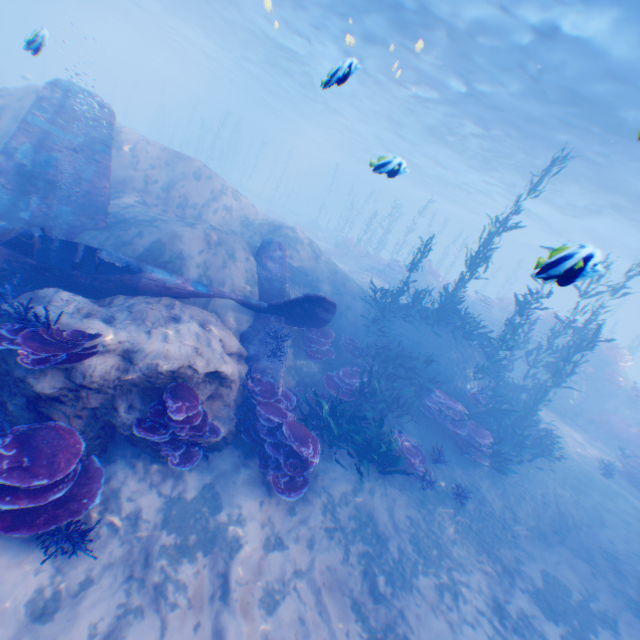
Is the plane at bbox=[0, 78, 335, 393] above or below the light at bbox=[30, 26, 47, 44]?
below

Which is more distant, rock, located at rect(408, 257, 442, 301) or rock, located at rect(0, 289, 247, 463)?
rock, located at rect(408, 257, 442, 301)

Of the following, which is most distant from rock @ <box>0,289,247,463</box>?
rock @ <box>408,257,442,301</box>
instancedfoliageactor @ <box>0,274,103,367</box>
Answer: rock @ <box>408,257,442,301</box>

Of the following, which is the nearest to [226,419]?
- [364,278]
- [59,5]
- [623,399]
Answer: [364,278]

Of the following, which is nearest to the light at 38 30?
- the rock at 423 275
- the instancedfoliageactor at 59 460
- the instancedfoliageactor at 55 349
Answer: the instancedfoliageactor at 55 349

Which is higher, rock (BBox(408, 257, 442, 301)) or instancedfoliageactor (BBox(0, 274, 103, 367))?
rock (BBox(408, 257, 442, 301))

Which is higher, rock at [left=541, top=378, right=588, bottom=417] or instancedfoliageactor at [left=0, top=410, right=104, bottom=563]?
rock at [left=541, top=378, right=588, bottom=417]

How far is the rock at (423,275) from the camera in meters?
22.7 m
